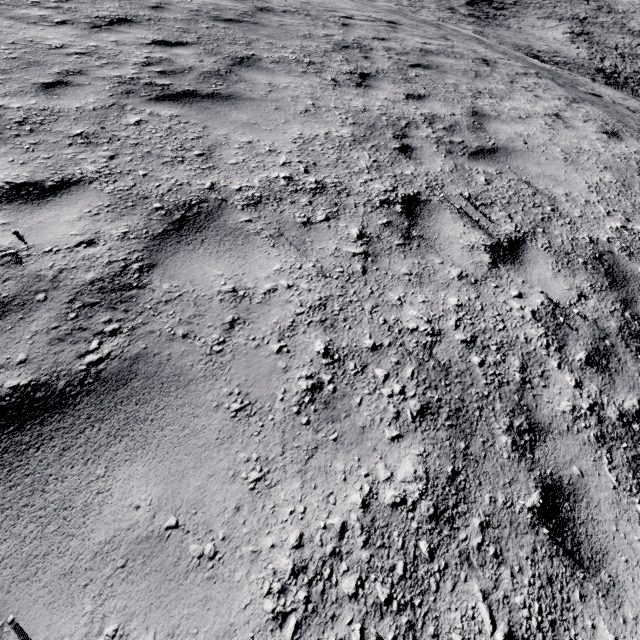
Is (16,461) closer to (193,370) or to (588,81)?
(193,370)
